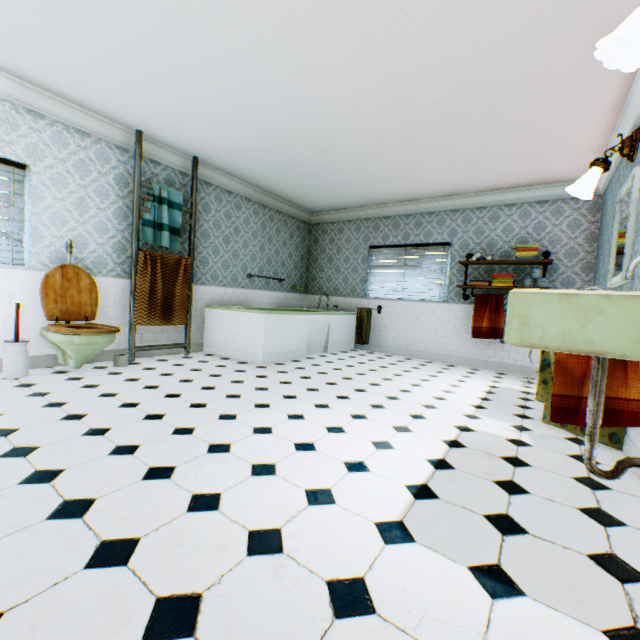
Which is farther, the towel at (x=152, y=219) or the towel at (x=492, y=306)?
the towel at (x=492, y=306)

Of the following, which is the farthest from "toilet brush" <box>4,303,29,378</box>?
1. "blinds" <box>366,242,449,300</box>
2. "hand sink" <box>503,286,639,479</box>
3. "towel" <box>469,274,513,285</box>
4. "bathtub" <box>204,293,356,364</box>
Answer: "towel" <box>469,274,513,285</box>

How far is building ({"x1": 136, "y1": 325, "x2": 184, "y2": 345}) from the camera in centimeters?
484cm

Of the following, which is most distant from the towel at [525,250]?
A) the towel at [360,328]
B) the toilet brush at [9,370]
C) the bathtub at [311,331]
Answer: the toilet brush at [9,370]

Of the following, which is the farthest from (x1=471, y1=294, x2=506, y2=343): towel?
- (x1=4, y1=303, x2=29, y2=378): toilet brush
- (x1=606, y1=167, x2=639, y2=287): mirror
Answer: (x1=4, y1=303, x2=29, y2=378): toilet brush

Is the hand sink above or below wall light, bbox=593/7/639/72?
below

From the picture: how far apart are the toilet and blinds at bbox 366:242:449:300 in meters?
4.9 m

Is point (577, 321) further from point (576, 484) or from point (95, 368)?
point (95, 368)
